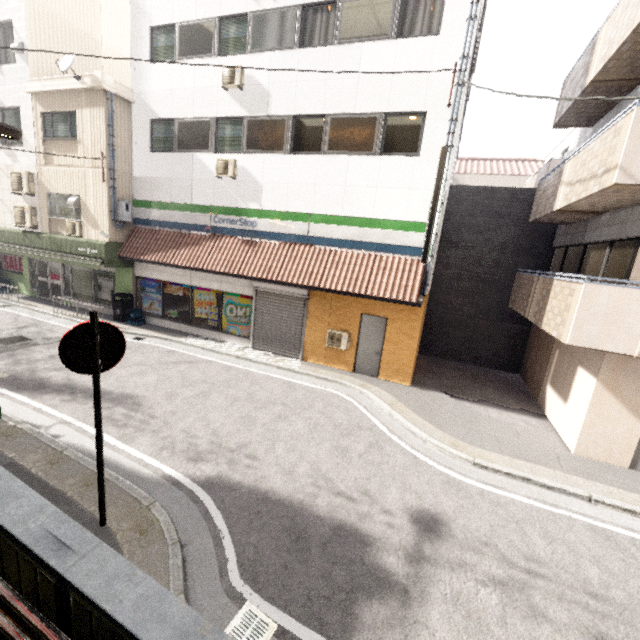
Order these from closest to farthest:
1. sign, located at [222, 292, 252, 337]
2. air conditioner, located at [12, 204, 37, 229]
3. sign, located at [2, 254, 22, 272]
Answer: sign, located at [222, 292, 252, 337], air conditioner, located at [12, 204, 37, 229], sign, located at [2, 254, 22, 272]

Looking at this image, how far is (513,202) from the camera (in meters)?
11.91

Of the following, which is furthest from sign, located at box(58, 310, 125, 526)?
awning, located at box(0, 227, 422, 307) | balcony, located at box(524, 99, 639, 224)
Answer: balcony, located at box(524, 99, 639, 224)

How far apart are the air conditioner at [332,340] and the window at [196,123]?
7.6 meters

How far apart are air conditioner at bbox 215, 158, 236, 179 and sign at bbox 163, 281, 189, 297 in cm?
429

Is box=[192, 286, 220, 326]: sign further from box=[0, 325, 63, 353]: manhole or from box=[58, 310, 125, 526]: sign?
box=[58, 310, 125, 526]: sign

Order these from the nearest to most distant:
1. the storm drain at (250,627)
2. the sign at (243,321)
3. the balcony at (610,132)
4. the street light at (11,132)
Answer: the storm drain at (250,627) < the street light at (11,132) < the balcony at (610,132) < the sign at (243,321)

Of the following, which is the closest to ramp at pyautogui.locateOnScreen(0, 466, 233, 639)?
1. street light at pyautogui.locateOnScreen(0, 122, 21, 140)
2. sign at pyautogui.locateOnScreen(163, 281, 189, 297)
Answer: street light at pyautogui.locateOnScreen(0, 122, 21, 140)
